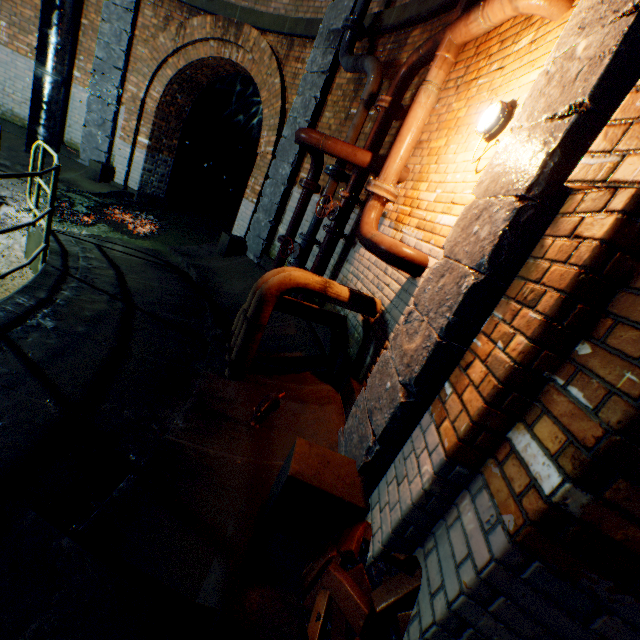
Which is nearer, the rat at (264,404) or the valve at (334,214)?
the rat at (264,404)

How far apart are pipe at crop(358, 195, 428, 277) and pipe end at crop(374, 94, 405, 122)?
1.3 meters

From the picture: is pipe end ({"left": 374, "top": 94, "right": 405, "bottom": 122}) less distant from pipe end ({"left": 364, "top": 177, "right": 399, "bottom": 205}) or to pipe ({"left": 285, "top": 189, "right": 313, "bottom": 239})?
pipe ({"left": 285, "top": 189, "right": 313, "bottom": 239})

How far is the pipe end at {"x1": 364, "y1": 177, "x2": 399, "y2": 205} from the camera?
3.3m

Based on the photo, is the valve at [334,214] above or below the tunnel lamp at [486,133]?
below

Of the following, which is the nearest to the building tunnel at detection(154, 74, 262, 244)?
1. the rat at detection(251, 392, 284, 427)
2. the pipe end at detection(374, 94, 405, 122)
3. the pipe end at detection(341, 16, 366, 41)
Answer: the rat at detection(251, 392, 284, 427)

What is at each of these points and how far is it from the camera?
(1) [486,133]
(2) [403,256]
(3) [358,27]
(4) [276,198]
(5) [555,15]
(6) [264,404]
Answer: (1) tunnel lamp, 2.5 meters
(2) pipe, 2.8 meters
(3) pipe end, 4.7 meters
(4) support column, 6.3 meters
(5) pipe, 2.2 meters
(6) rat, 2.8 meters

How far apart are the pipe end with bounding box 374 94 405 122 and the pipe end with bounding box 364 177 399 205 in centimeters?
113cm
